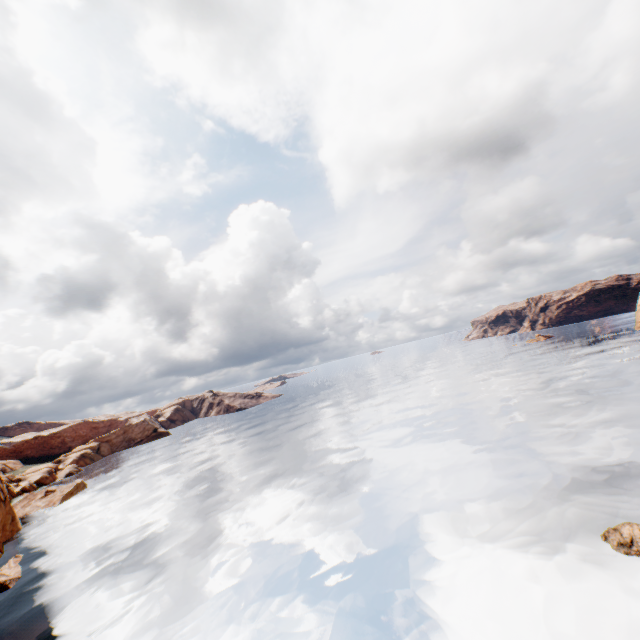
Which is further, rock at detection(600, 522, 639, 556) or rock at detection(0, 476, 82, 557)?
rock at detection(0, 476, 82, 557)

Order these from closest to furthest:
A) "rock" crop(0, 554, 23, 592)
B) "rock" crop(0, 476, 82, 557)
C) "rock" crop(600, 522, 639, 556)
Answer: "rock" crop(600, 522, 639, 556), "rock" crop(0, 554, 23, 592), "rock" crop(0, 476, 82, 557)

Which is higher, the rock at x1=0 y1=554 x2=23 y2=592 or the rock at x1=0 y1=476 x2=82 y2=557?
the rock at x1=0 y1=476 x2=82 y2=557

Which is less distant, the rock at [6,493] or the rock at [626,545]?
the rock at [626,545]

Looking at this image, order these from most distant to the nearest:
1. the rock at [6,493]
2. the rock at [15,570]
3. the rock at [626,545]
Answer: the rock at [6,493], the rock at [15,570], the rock at [626,545]

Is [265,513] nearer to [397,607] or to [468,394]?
[397,607]
